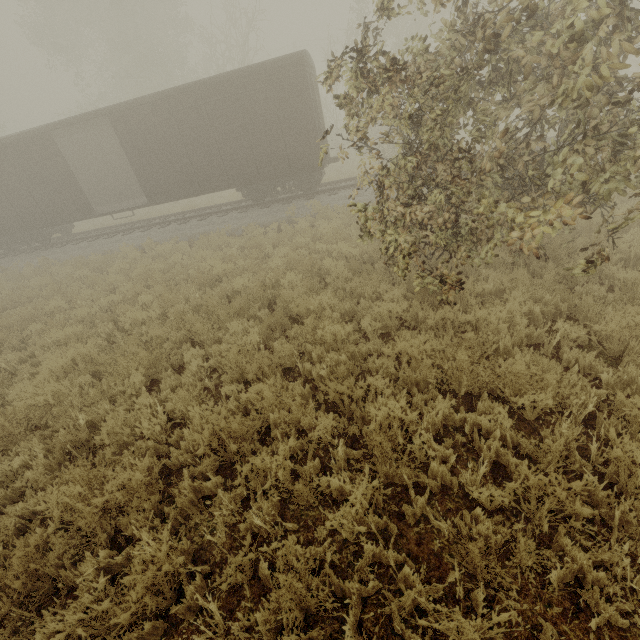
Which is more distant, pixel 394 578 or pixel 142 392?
pixel 142 392
